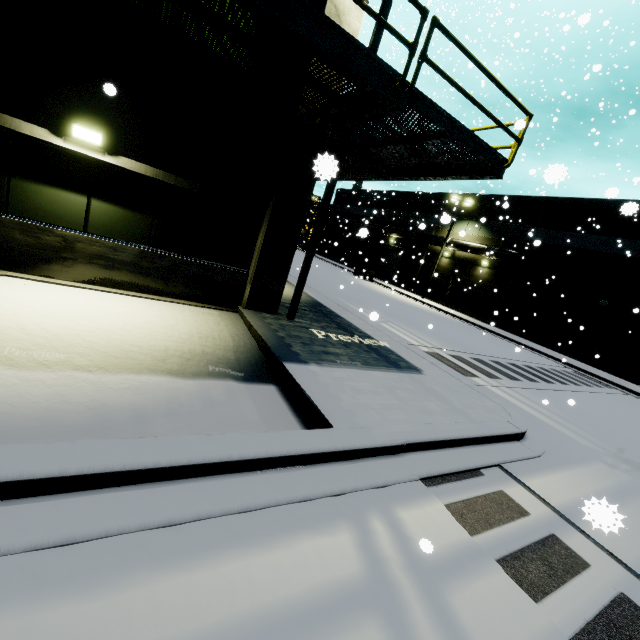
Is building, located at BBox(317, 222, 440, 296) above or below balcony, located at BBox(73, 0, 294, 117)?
below

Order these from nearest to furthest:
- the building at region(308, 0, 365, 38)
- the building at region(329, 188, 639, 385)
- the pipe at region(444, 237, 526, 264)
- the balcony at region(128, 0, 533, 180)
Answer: the balcony at region(128, 0, 533, 180) < the building at region(308, 0, 365, 38) < the building at region(329, 188, 639, 385) < the pipe at region(444, 237, 526, 264)

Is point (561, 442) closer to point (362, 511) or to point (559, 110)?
point (362, 511)

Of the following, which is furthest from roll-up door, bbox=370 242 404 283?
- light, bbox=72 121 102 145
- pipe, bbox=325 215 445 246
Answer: light, bbox=72 121 102 145

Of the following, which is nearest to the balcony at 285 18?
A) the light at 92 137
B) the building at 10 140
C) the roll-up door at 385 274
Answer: the building at 10 140

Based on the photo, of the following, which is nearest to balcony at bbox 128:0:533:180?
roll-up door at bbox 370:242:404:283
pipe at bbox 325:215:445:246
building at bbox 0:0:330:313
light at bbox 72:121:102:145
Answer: building at bbox 0:0:330:313

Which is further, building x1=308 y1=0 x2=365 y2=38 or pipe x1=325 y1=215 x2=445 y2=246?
pipe x1=325 y1=215 x2=445 y2=246

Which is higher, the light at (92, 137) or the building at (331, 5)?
the building at (331, 5)
